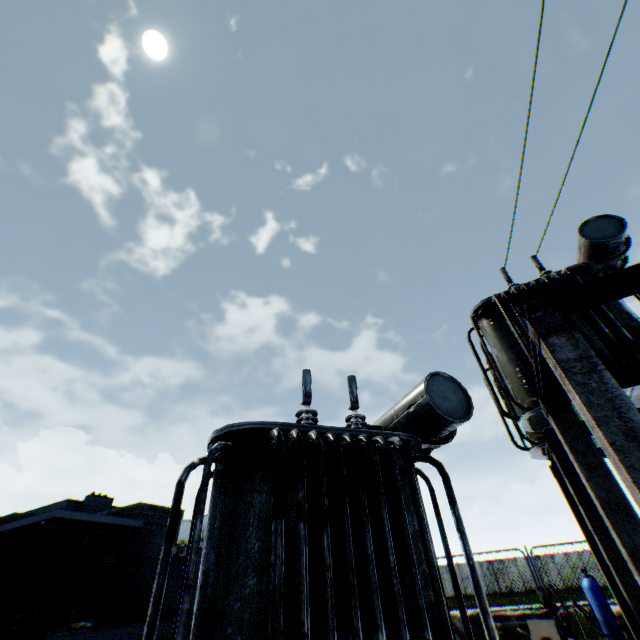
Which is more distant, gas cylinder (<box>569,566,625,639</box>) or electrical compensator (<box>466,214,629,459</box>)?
electrical compensator (<box>466,214,629,459</box>)

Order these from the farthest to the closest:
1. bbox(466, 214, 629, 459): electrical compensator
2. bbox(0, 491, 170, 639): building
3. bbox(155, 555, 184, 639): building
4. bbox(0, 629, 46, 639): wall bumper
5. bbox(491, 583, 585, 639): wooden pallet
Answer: bbox(155, 555, 184, 639): building
bbox(0, 491, 170, 639): building
bbox(0, 629, 46, 639): wall bumper
bbox(491, 583, 585, 639): wooden pallet
bbox(466, 214, 629, 459): electrical compensator

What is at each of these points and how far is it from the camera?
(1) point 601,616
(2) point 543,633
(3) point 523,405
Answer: (1) gas cylinder, 4.7 meters
(2) debris, 6.6 meters
(3) electrical compensator, 6.5 meters

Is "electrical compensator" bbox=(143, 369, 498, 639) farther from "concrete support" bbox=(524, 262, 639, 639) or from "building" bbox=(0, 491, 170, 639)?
"building" bbox=(0, 491, 170, 639)

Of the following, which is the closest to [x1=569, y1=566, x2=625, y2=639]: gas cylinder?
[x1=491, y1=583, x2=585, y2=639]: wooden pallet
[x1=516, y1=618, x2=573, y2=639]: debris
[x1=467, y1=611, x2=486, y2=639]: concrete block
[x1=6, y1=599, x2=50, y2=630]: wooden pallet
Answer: [x1=516, y1=618, x2=573, y2=639]: debris

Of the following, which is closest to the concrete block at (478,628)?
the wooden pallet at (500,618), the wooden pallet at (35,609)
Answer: the wooden pallet at (500,618)

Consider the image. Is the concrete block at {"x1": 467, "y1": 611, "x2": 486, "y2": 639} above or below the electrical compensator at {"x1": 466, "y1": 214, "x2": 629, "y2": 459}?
below

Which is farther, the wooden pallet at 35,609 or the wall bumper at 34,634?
the wooden pallet at 35,609
